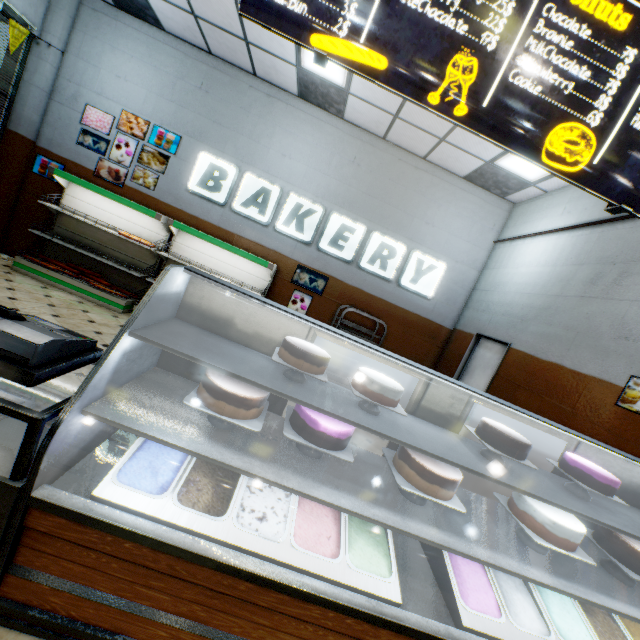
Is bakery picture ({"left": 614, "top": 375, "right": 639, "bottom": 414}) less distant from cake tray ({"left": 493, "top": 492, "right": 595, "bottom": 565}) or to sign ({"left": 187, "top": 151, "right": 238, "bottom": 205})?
cake tray ({"left": 493, "top": 492, "right": 595, "bottom": 565})

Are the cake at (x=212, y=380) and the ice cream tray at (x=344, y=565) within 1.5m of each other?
yes

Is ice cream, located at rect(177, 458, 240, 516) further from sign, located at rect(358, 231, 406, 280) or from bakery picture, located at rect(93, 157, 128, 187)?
bakery picture, located at rect(93, 157, 128, 187)

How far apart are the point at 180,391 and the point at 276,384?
0.70m

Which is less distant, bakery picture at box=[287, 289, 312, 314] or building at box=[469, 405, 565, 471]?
building at box=[469, 405, 565, 471]

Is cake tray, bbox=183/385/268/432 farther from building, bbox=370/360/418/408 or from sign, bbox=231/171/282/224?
sign, bbox=231/171/282/224

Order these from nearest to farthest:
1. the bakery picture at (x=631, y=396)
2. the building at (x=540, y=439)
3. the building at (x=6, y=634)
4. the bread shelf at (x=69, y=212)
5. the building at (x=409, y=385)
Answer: the building at (x=6, y=634) < the bakery picture at (x=631, y=396) < the building at (x=540, y=439) < the bread shelf at (x=69, y=212) < the building at (x=409, y=385)

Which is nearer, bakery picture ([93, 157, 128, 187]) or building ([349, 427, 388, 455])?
building ([349, 427, 388, 455])
